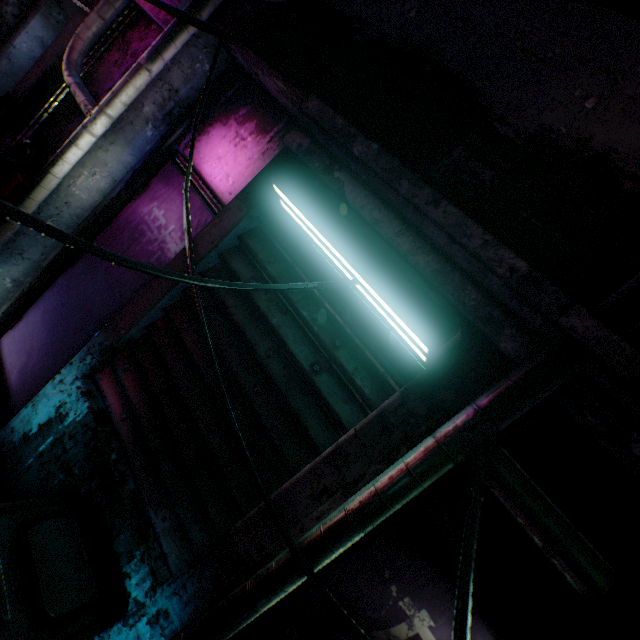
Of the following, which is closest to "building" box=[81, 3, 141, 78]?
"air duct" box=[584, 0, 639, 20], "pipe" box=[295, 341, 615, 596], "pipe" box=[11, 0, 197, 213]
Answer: "pipe" box=[11, 0, 197, 213]

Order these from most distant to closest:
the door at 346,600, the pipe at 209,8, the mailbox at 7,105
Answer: the mailbox at 7,105
the pipe at 209,8
the door at 346,600

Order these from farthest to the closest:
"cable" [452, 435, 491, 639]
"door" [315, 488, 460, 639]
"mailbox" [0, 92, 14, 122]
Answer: "mailbox" [0, 92, 14, 122] < "door" [315, 488, 460, 639] < "cable" [452, 435, 491, 639]

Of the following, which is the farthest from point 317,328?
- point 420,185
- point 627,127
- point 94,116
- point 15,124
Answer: point 15,124

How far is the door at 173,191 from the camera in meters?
2.0 m

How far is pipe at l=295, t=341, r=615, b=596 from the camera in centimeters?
74cm

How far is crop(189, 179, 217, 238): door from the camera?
1.9 meters
